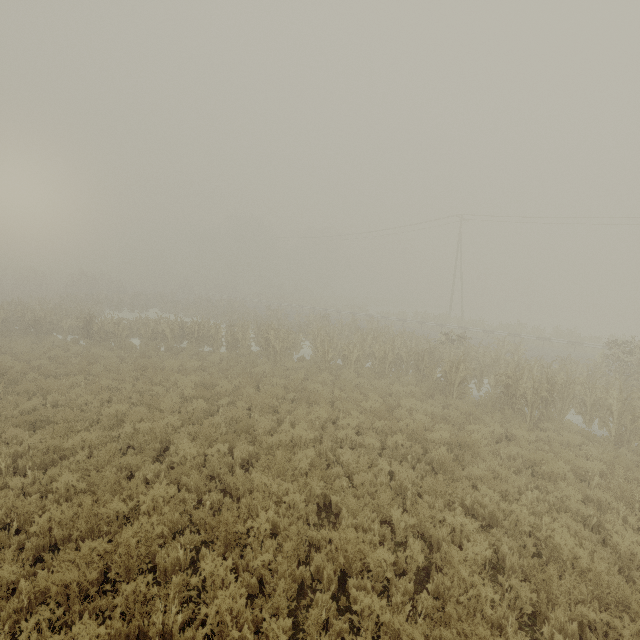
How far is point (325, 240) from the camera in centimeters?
4859cm

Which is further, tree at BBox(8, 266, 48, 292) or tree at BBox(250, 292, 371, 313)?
tree at BBox(8, 266, 48, 292)

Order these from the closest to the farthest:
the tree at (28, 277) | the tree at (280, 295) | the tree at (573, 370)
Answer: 1. the tree at (573, 370)
2. the tree at (280, 295)
3. the tree at (28, 277)

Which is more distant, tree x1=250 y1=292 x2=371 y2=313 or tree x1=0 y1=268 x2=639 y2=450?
tree x1=250 y1=292 x2=371 y2=313

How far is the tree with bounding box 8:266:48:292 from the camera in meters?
45.3 m

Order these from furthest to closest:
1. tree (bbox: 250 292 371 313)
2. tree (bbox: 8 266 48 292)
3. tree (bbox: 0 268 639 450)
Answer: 1. tree (bbox: 8 266 48 292)
2. tree (bbox: 250 292 371 313)
3. tree (bbox: 0 268 639 450)

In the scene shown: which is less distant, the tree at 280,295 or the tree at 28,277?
the tree at 280,295
